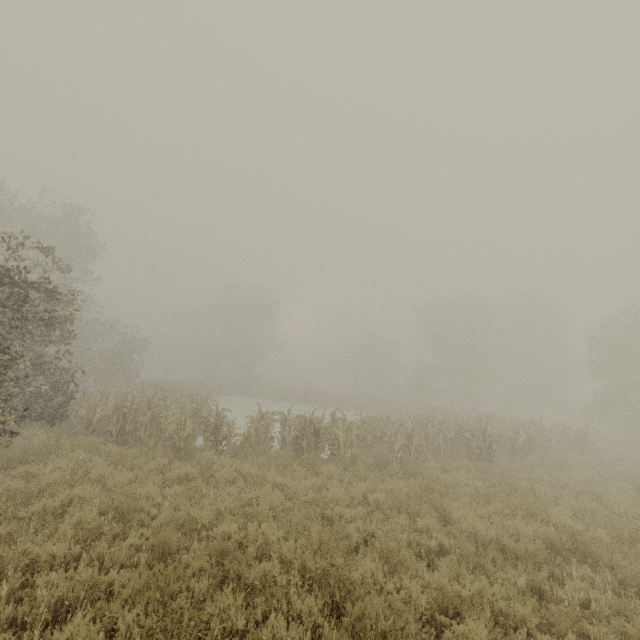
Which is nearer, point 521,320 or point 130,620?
point 130,620
